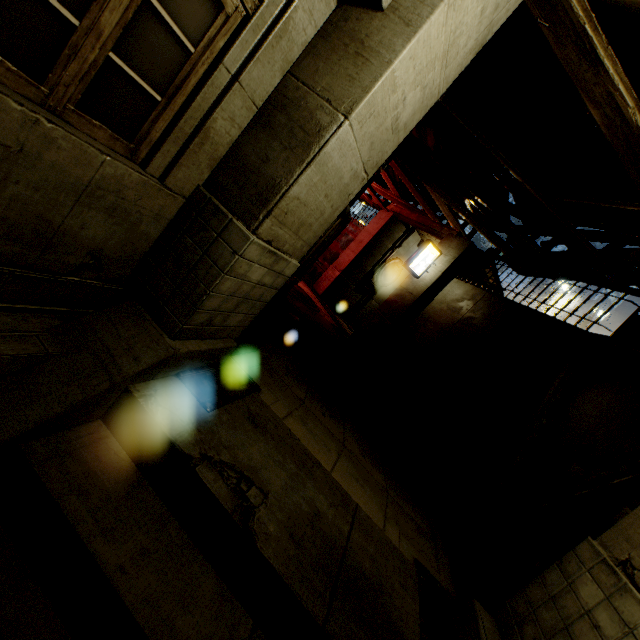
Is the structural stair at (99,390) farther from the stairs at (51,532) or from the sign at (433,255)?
the sign at (433,255)

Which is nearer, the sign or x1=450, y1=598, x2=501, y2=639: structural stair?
x1=450, y1=598, x2=501, y2=639: structural stair

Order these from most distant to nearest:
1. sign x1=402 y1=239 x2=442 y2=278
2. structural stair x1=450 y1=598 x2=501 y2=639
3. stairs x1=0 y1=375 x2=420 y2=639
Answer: sign x1=402 y1=239 x2=442 y2=278 < structural stair x1=450 y1=598 x2=501 y2=639 < stairs x1=0 y1=375 x2=420 y2=639

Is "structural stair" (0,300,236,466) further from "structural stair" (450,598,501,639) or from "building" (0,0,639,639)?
"structural stair" (450,598,501,639)

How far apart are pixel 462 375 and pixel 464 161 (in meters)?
5.01

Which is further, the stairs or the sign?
the sign

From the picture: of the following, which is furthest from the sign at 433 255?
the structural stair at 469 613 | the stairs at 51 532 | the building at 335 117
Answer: the structural stair at 469 613

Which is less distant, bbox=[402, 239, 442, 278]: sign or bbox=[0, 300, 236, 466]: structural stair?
bbox=[0, 300, 236, 466]: structural stair
